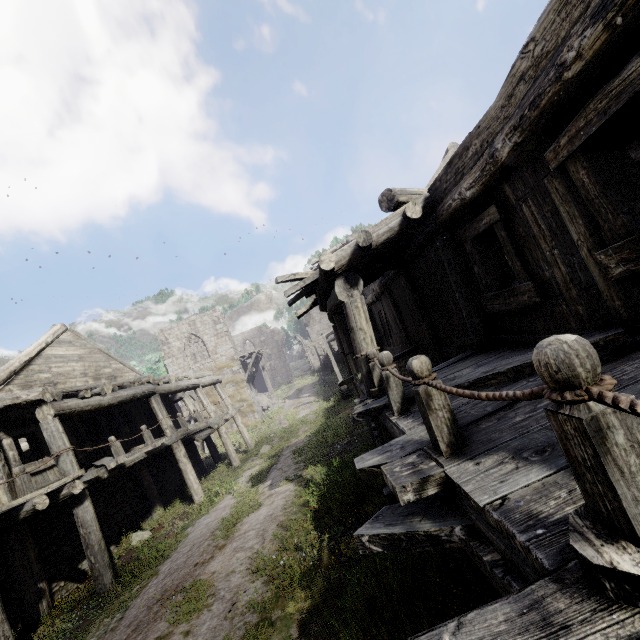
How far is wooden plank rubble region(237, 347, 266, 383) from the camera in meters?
29.9

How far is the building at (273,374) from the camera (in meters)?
50.84

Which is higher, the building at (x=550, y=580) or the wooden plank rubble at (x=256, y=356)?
the wooden plank rubble at (x=256, y=356)

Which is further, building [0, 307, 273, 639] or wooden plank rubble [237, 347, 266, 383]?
wooden plank rubble [237, 347, 266, 383]

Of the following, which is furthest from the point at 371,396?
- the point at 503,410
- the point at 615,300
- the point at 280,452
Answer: the point at 280,452

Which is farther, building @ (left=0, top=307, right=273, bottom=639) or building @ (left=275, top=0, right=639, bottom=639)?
building @ (left=0, top=307, right=273, bottom=639)

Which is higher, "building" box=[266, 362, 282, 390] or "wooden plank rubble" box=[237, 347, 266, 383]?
"wooden plank rubble" box=[237, 347, 266, 383]
